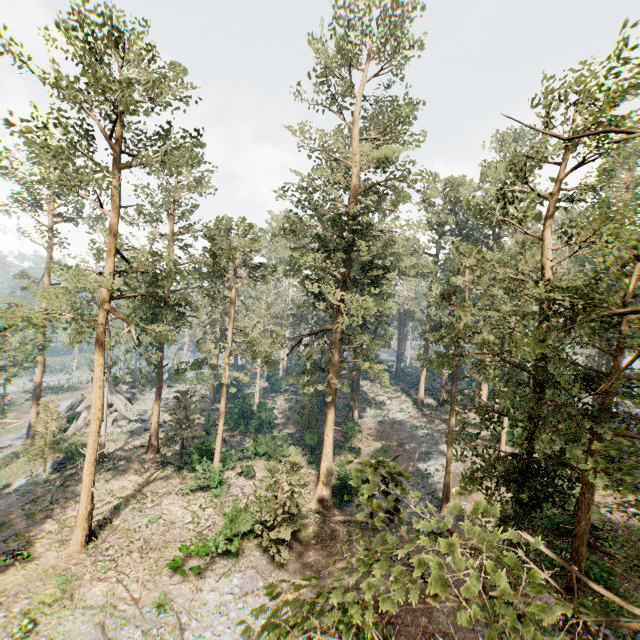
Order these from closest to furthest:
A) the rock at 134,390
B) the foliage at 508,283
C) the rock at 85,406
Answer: the foliage at 508,283 < the rock at 85,406 < the rock at 134,390

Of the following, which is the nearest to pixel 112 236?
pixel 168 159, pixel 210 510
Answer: pixel 168 159

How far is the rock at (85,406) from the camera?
37.28m

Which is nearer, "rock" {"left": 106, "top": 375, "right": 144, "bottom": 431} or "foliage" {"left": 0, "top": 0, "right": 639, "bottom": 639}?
"foliage" {"left": 0, "top": 0, "right": 639, "bottom": 639}

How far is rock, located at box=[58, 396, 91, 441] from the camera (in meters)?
37.28

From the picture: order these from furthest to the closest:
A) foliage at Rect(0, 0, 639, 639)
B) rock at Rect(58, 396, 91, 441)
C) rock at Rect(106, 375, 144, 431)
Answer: rock at Rect(106, 375, 144, 431) < rock at Rect(58, 396, 91, 441) < foliage at Rect(0, 0, 639, 639)
